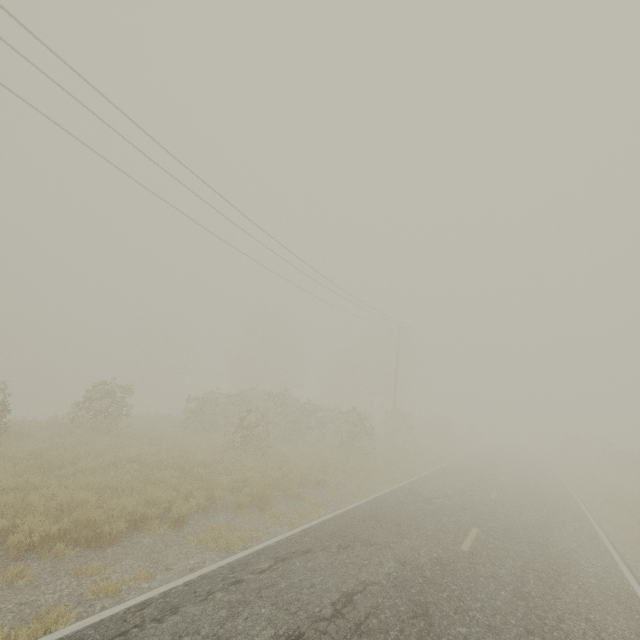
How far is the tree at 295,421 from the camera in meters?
18.1 m

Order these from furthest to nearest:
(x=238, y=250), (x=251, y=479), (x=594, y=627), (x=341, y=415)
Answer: (x=341, y=415)
(x=238, y=250)
(x=251, y=479)
(x=594, y=627)

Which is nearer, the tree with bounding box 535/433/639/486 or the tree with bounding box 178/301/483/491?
the tree with bounding box 178/301/483/491

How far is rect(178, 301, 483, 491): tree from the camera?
18.15m

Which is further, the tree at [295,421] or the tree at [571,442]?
the tree at [571,442]
